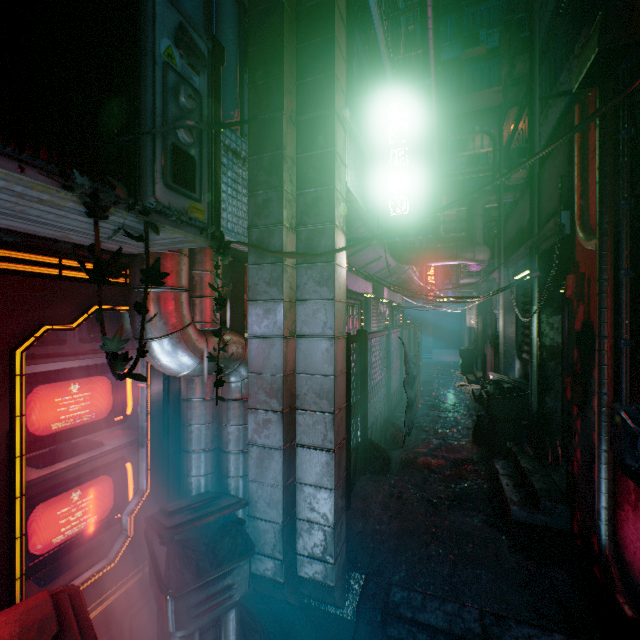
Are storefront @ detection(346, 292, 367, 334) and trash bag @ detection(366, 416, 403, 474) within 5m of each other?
yes

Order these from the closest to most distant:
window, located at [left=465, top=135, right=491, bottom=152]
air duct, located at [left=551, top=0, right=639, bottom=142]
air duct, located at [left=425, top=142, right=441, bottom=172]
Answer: air duct, located at [left=551, top=0, right=639, bottom=142]
air duct, located at [left=425, top=142, right=441, bottom=172]
window, located at [left=465, top=135, right=491, bottom=152]

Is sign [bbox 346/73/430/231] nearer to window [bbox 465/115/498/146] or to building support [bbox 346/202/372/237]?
building support [bbox 346/202/372/237]

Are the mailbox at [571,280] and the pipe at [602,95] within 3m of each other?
yes

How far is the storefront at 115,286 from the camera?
2.1m

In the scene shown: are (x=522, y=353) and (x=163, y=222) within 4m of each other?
no

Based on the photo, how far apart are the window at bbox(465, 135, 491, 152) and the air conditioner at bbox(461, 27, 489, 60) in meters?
3.1 m

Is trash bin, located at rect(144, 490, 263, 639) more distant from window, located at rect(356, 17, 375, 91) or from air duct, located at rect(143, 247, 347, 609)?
window, located at rect(356, 17, 375, 91)
